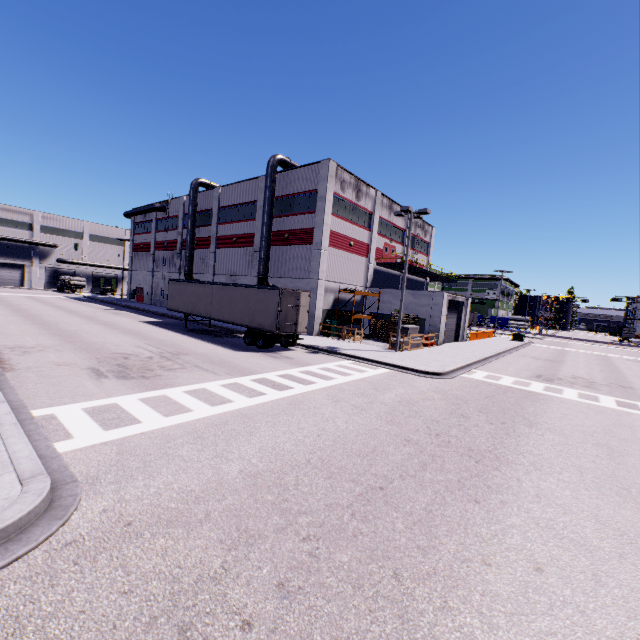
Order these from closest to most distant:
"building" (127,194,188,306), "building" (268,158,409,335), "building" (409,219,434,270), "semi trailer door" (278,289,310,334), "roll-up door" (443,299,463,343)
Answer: "semi trailer door" (278,289,310,334) < "building" (268,158,409,335) < "roll-up door" (443,299,463,343) < "building" (409,219,434,270) < "building" (127,194,188,306)

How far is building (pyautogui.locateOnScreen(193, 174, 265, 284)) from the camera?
32.72m

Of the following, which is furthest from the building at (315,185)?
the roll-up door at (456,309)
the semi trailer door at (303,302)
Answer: the semi trailer door at (303,302)

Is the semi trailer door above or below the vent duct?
below

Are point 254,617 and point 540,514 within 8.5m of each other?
yes

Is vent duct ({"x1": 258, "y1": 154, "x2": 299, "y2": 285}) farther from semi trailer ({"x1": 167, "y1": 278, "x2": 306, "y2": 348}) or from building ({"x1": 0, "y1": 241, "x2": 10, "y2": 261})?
semi trailer ({"x1": 167, "y1": 278, "x2": 306, "y2": 348})

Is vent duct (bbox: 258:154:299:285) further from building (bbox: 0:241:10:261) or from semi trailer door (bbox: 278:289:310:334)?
semi trailer door (bbox: 278:289:310:334)
